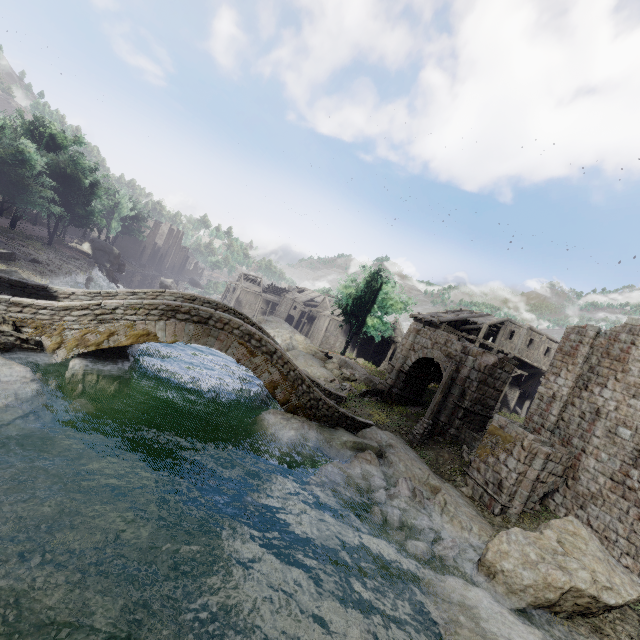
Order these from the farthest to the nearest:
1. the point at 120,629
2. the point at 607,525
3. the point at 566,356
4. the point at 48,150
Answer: the point at 48,150 < the point at 566,356 < the point at 607,525 < the point at 120,629

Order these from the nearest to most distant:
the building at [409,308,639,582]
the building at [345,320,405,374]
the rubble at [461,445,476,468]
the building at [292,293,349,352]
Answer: the building at [409,308,639,582] → the rubble at [461,445,476,468] → the building at [345,320,405,374] → the building at [292,293,349,352]

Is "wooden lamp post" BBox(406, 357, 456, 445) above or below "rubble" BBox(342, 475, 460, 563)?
above

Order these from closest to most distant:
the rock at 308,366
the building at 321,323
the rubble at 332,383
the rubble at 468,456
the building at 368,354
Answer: the rubble at 468,456
the rubble at 332,383
the rock at 308,366
the building at 368,354
the building at 321,323

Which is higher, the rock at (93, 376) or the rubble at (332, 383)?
the rubble at (332, 383)

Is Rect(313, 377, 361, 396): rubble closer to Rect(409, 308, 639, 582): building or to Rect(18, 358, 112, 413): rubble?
Rect(409, 308, 639, 582): building

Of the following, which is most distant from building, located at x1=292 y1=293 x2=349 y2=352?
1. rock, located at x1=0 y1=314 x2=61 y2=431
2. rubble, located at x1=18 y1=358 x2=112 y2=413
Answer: rubble, located at x1=18 y1=358 x2=112 y2=413

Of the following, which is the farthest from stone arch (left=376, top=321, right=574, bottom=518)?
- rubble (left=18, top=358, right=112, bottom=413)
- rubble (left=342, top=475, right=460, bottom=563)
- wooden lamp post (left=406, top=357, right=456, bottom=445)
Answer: rubble (left=18, top=358, right=112, bottom=413)
